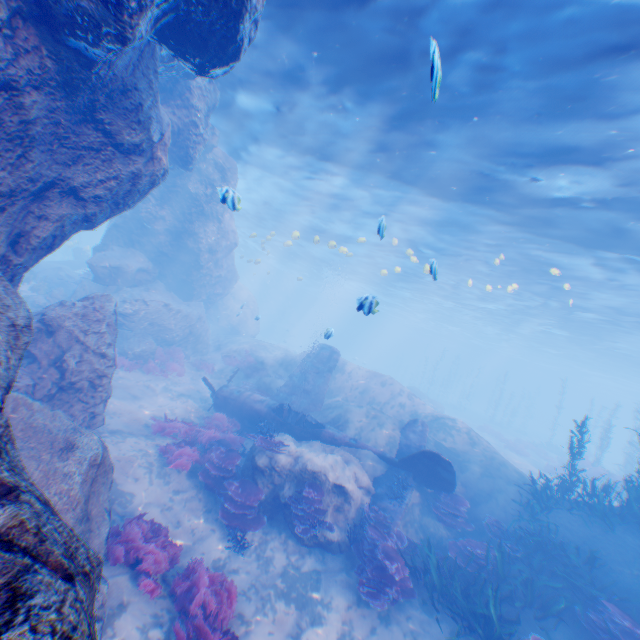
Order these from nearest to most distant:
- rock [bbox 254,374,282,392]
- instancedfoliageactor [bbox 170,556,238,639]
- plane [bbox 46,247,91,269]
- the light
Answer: instancedfoliageactor [bbox 170,556,238,639] → the light → rock [bbox 254,374,282,392] → plane [bbox 46,247,91,269]

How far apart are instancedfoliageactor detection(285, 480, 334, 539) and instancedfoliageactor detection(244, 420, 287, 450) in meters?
1.2 m

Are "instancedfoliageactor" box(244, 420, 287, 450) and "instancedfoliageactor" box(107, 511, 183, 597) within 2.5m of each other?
no

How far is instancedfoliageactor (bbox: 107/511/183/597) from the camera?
6.20m

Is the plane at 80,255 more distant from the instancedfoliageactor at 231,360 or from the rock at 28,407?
the instancedfoliageactor at 231,360

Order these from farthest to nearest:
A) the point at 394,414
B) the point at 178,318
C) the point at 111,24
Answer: the point at 178,318
the point at 394,414
the point at 111,24

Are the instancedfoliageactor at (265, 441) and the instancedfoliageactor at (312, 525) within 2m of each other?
yes

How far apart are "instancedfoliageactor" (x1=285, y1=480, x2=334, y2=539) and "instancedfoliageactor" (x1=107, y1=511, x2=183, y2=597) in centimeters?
281cm
